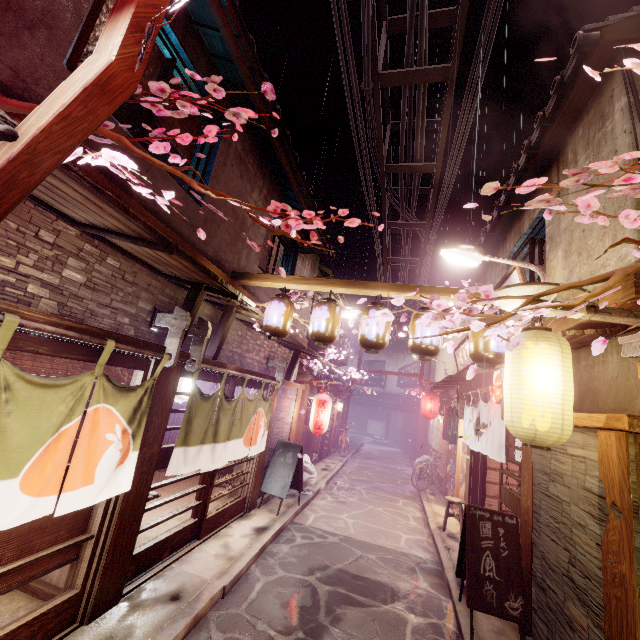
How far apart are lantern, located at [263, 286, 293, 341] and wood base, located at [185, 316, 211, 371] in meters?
1.6 m

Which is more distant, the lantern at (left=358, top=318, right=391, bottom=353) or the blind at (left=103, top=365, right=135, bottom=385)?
the lantern at (left=358, top=318, right=391, bottom=353)

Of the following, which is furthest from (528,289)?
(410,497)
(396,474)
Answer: (396,474)

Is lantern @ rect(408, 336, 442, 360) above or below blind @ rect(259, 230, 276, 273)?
below

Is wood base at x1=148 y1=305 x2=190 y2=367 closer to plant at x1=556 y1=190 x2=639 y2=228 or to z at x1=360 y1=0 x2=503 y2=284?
plant at x1=556 y1=190 x2=639 y2=228

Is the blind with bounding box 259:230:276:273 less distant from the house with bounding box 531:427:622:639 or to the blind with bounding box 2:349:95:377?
the blind with bounding box 2:349:95:377

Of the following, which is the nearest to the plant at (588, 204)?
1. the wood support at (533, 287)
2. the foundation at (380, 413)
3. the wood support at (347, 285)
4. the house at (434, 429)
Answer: the wood support at (347, 285)

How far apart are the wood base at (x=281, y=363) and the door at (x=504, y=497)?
8.60m
